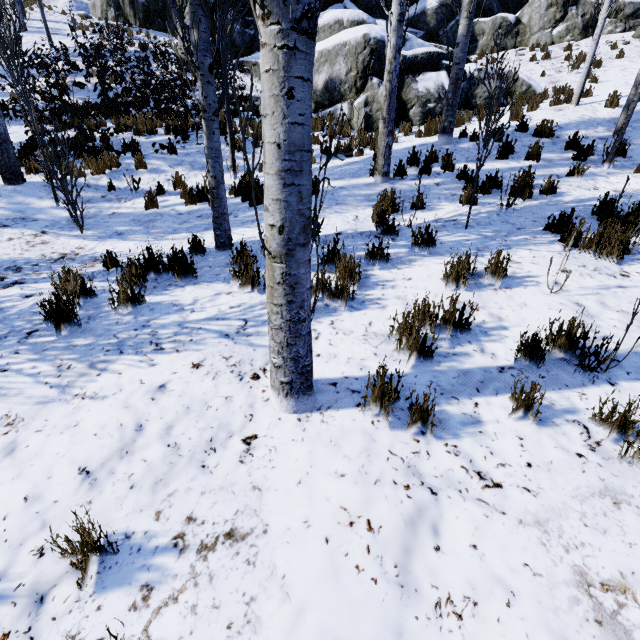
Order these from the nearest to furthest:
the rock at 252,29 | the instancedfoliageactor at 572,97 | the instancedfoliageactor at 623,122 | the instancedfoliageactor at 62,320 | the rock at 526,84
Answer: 1. the instancedfoliageactor at 62,320
2. the instancedfoliageactor at 623,122
3. the instancedfoliageactor at 572,97
4. the rock at 526,84
5. the rock at 252,29

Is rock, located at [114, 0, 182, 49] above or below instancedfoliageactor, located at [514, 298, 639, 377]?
above

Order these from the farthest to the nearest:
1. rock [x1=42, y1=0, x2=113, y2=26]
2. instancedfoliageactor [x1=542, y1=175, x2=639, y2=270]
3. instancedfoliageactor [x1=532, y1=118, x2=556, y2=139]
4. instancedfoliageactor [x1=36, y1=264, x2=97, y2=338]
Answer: rock [x1=42, y1=0, x2=113, y2=26] < instancedfoliageactor [x1=532, y1=118, x2=556, y2=139] < instancedfoliageactor [x1=542, y1=175, x2=639, y2=270] < instancedfoliageactor [x1=36, y1=264, x2=97, y2=338]

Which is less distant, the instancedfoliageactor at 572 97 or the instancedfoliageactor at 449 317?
the instancedfoliageactor at 449 317

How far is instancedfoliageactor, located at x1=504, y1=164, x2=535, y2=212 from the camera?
5.09m

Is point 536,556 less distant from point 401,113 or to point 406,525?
point 406,525

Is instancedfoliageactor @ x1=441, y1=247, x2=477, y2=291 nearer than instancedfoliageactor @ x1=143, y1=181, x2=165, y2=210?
Yes
